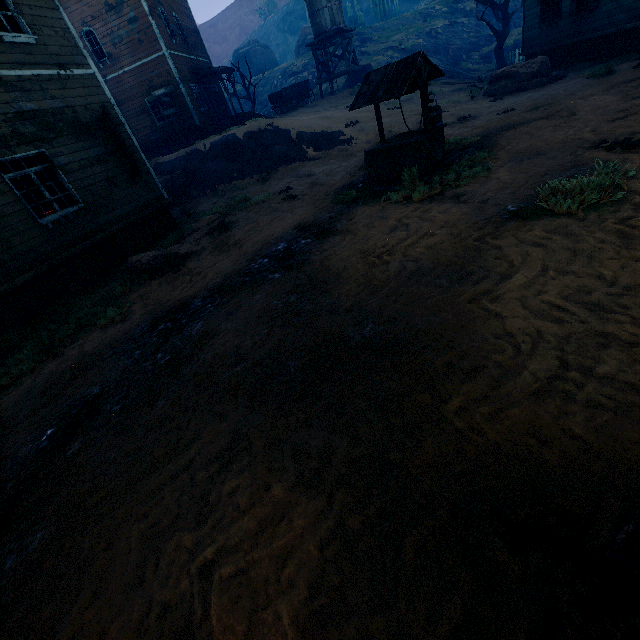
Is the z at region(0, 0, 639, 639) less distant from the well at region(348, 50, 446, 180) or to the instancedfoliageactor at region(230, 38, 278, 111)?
the well at region(348, 50, 446, 180)

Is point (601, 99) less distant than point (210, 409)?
No

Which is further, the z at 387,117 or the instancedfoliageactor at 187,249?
the z at 387,117

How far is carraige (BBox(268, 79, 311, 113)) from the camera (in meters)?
24.61

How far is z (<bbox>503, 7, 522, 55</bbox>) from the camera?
29.8 meters

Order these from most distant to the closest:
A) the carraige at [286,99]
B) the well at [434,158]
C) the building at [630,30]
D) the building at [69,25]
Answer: the carraige at [286,99]
the building at [630,30]
the building at [69,25]
the well at [434,158]

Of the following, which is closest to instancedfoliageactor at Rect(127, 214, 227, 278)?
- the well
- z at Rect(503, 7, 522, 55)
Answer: the well

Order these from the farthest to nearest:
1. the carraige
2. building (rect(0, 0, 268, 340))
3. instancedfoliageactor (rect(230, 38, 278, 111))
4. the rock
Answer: instancedfoliageactor (rect(230, 38, 278, 111)) → the carraige → the rock → building (rect(0, 0, 268, 340))
